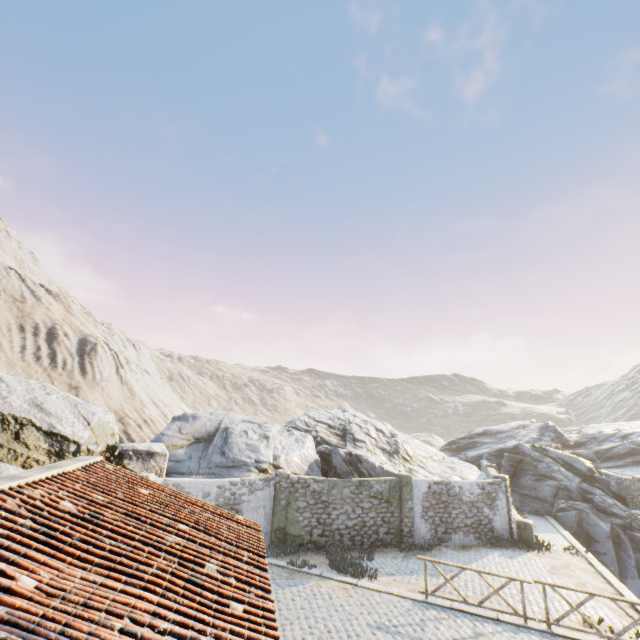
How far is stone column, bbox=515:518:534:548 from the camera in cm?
1631

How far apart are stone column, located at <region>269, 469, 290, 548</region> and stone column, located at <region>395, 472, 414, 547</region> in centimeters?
545cm

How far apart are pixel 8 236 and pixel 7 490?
74.2m

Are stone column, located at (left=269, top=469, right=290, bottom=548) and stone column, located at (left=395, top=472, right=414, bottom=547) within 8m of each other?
yes

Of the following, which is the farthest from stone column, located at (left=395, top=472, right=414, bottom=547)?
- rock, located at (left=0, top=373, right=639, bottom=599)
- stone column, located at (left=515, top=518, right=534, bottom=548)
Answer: stone column, located at (left=515, top=518, right=534, bottom=548)

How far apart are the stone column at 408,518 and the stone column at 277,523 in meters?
5.5 m

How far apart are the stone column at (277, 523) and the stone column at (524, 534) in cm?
1138

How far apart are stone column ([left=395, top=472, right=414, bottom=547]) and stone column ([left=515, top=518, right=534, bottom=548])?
5.10m
